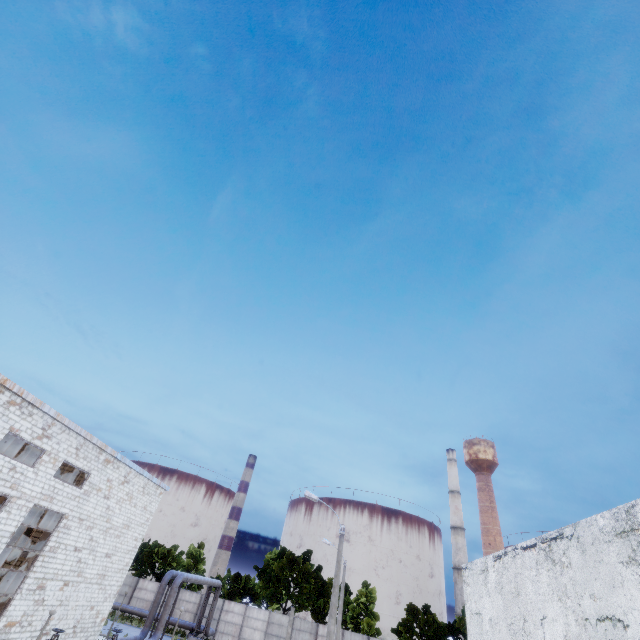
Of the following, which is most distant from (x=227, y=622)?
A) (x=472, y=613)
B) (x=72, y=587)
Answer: (x=472, y=613)
